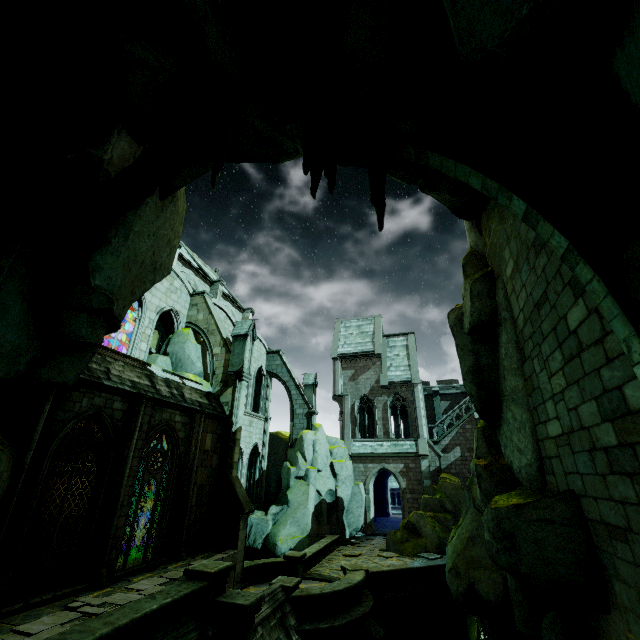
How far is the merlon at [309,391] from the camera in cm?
2860

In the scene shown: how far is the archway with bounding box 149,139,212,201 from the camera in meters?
8.7

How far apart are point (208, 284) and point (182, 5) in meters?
26.0 m

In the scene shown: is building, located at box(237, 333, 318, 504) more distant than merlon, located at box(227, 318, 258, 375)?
Yes

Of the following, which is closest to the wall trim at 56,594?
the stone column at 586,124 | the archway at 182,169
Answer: the archway at 182,169

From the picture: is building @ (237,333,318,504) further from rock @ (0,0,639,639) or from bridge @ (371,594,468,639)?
bridge @ (371,594,468,639)

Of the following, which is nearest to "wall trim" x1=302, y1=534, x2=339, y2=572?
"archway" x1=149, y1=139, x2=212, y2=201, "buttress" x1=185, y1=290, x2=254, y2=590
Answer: "buttress" x1=185, y1=290, x2=254, y2=590

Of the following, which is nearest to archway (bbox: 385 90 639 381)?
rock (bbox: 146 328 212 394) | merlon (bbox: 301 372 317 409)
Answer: rock (bbox: 146 328 212 394)
